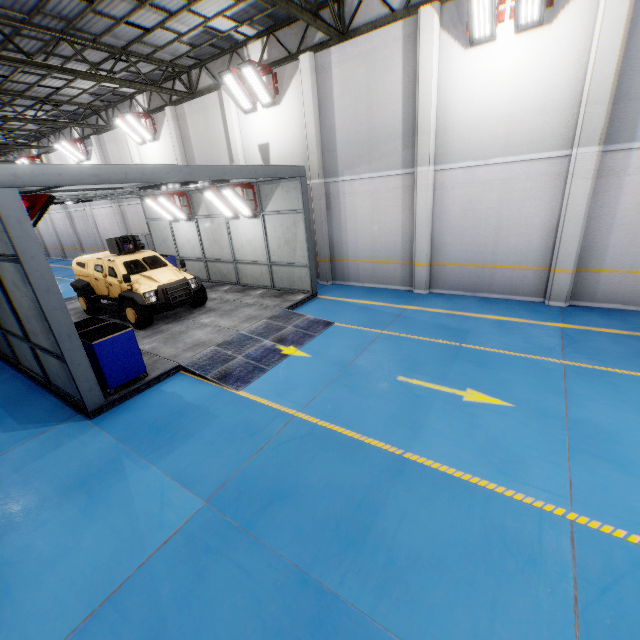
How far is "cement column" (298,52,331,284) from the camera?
10.9m

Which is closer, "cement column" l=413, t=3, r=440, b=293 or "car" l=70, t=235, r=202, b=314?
"cement column" l=413, t=3, r=440, b=293

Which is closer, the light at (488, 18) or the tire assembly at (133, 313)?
the light at (488, 18)

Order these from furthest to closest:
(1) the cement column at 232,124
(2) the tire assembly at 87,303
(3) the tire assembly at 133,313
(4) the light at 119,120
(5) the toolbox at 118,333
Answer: (4) the light at 119,120, (1) the cement column at 232,124, (2) the tire assembly at 87,303, (3) the tire assembly at 133,313, (5) the toolbox at 118,333

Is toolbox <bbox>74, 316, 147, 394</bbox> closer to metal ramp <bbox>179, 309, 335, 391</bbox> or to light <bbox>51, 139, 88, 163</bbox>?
metal ramp <bbox>179, 309, 335, 391</bbox>

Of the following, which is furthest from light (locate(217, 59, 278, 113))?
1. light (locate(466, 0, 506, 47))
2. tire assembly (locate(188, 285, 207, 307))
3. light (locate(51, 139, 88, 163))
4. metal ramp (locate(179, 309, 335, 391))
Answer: light (locate(51, 139, 88, 163))

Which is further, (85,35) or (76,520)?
(85,35)

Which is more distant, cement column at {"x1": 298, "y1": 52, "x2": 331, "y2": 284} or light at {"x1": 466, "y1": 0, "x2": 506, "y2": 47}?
cement column at {"x1": 298, "y1": 52, "x2": 331, "y2": 284}
